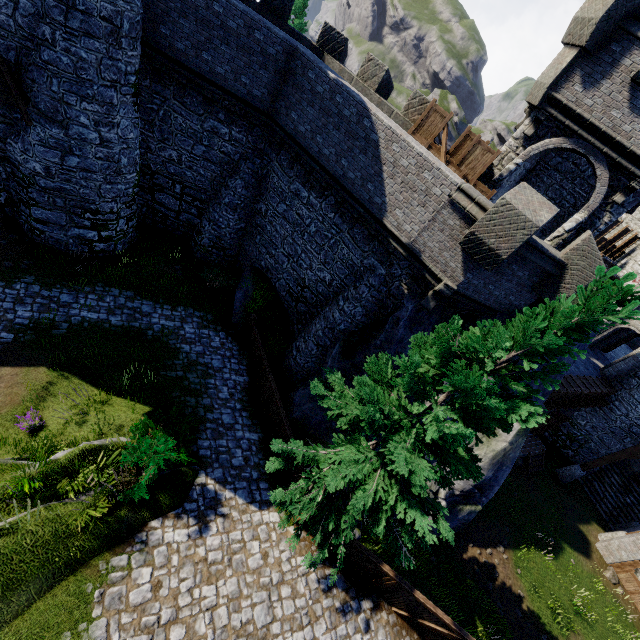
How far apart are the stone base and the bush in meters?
24.1 m

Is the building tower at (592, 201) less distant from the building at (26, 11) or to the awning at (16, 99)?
the building at (26, 11)

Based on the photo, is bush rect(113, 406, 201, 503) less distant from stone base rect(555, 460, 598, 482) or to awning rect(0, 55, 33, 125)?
awning rect(0, 55, 33, 125)

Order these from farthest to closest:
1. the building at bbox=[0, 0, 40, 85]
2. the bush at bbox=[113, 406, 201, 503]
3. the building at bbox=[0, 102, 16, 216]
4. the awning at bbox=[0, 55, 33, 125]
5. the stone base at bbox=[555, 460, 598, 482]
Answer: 1. the stone base at bbox=[555, 460, 598, 482]
2. the building at bbox=[0, 102, 16, 216]
3. the awning at bbox=[0, 55, 33, 125]
4. the building at bbox=[0, 0, 40, 85]
5. the bush at bbox=[113, 406, 201, 503]

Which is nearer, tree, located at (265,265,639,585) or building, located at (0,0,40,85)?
tree, located at (265,265,639,585)

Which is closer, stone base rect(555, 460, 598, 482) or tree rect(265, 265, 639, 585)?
tree rect(265, 265, 639, 585)

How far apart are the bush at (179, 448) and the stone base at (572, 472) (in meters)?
24.07

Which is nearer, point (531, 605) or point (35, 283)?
point (35, 283)
